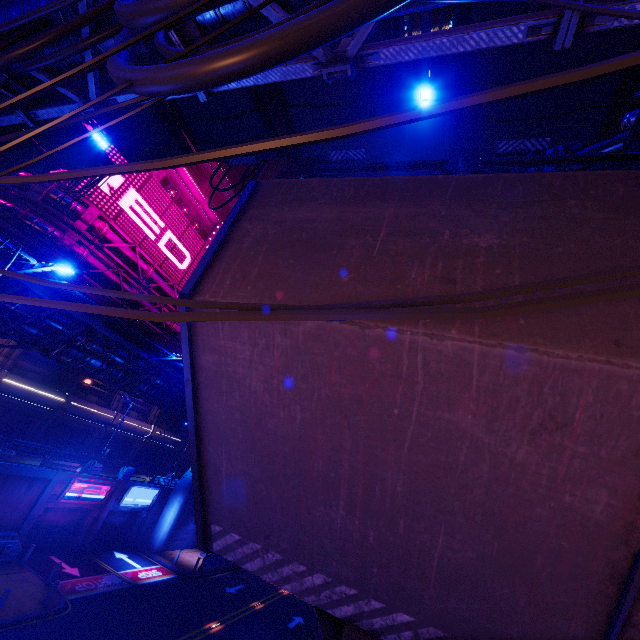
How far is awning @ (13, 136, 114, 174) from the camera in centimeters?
1487cm

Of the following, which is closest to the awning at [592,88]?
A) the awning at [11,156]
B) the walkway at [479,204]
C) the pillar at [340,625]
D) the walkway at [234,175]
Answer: the walkway at [479,204]

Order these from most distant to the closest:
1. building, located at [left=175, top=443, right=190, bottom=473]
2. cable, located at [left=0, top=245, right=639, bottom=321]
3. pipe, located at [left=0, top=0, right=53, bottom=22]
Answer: building, located at [left=175, top=443, right=190, bottom=473] < pipe, located at [left=0, top=0, right=53, bottom=22] < cable, located at [left=0, top=245, right=639, bottom=321]

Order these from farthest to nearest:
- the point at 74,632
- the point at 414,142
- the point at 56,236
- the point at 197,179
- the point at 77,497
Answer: the point at 414,142, the point at 197,179, the point at 77,497, the point at 56,236, the point at 74,632

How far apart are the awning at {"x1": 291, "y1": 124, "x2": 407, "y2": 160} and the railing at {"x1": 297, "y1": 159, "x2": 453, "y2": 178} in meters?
3.9

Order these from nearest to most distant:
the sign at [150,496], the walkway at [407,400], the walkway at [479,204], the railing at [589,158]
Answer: the walkway at [407,400]
the walkway at [479,204]
the railing at [589,158]
the sign at [150,496]

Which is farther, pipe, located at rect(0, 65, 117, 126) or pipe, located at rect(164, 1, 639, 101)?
pipe, located at rect(0, 65, 117, 126)
